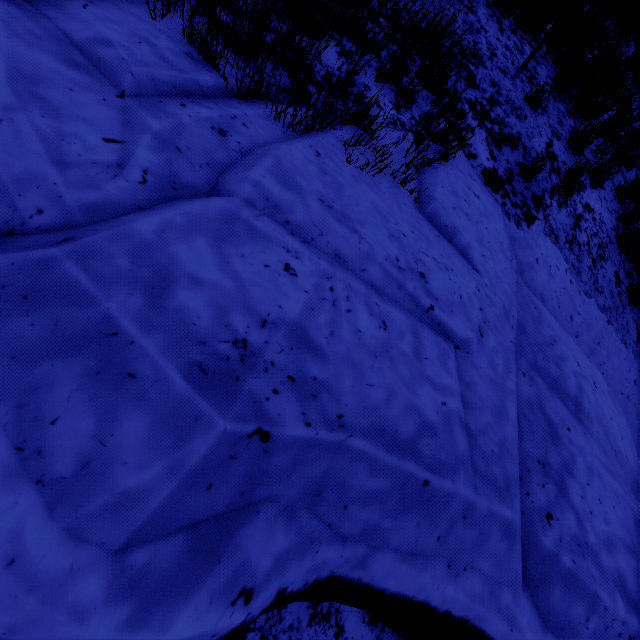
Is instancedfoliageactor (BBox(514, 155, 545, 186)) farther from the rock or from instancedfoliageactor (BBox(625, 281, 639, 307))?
instancedfoliageactor (BBox(625, 281, 639, 307))

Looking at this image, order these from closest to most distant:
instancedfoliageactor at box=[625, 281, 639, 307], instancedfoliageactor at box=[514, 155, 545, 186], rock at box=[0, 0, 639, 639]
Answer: rock at box=[0, 0, 639, 639], instancedfoliageactor at box=[514, 155, 545, 186], instancedfoliageactor at box=[625, 281, 639, 307]

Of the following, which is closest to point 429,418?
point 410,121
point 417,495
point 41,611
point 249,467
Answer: point 417,495

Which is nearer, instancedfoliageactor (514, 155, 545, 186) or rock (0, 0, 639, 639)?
rock (0, 0, 639, 639)

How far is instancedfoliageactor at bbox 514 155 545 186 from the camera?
3.59m

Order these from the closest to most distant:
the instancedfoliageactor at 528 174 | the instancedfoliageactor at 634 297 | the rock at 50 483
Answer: the rock at 50 483, the instancedfoliageactor at 528 174, the instancedfoliageactor at 634 297

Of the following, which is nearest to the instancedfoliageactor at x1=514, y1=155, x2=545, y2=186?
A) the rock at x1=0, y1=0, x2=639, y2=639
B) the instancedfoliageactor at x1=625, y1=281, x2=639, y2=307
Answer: the rock at x1=0, y1=0, x2=639, y2=639

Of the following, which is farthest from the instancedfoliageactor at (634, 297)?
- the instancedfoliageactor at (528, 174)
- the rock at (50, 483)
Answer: the instancedfoliageactor at (528, 174)
